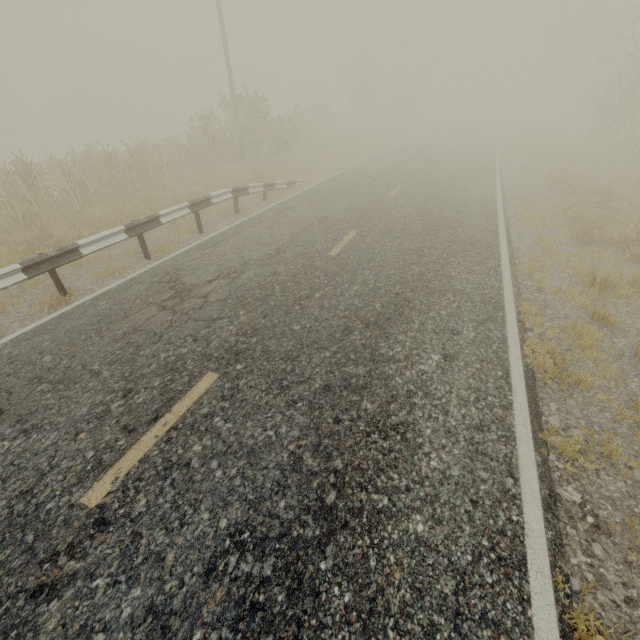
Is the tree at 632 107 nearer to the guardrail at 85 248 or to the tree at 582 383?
the guardrail at 85 248

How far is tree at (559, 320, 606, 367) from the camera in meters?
4.7 m

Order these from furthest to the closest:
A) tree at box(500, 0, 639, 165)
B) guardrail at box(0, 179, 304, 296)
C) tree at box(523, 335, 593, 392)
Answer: tree at box(500, 0, 639, 165)
guardrail at box(0, 179, 304, 296)
tree at box(523, 335, 593, 392)

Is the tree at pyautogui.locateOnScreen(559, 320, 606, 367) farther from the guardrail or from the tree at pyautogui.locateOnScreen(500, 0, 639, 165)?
the tree at pyautogui.locateOnScreen(500, 0, 639, 165)

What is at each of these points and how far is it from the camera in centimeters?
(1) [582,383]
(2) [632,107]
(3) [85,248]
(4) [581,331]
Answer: (1) tree, 420cm
(2) tree, 1675cm
(3) guardrail, 620cm
(4) tree, 505cm

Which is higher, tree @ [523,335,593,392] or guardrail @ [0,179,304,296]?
guardrail @ [0,179,304,296]

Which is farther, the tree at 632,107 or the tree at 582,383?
the tree at 632,107
